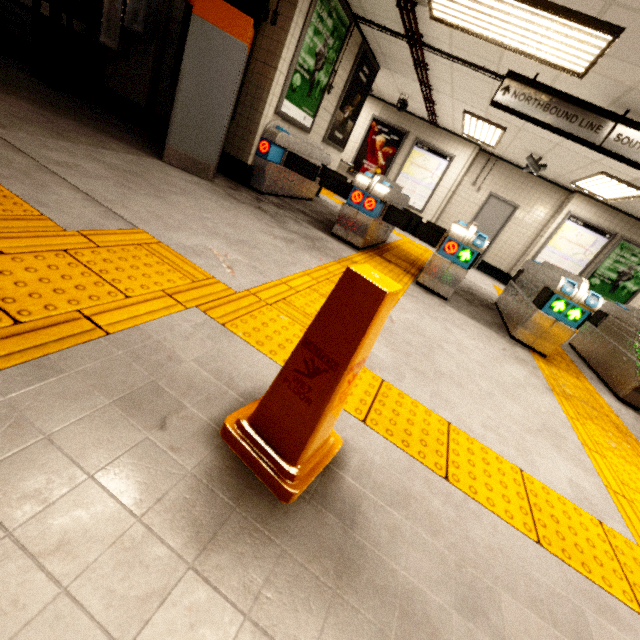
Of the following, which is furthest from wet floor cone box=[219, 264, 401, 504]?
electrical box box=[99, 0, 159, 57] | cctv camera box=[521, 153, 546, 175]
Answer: cctv camera box=[521, 153, 546, 175]

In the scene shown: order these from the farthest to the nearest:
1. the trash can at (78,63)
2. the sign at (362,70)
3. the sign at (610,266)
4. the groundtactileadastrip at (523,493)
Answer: the sign at (610,266) < the sign at (362,70) < the trash can at (78,63) < the groundtactileadastrip at (523,493)

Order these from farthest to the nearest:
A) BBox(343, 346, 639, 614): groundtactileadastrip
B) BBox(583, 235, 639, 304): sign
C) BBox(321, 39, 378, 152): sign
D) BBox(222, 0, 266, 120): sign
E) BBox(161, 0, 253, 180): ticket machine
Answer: BBox(583, 235, 639, 304): sign < BBox(321, 39, 378, 152): sign < BBox(222, 0, 266, 120): sign < BBox(161, 0, 253, 180): ticket machine < BBox(343, 346, 639, 614): groundtactileadastrip

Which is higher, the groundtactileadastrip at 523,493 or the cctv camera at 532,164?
the cctv camera at 532,164

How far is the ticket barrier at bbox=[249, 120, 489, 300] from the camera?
4.3 meters

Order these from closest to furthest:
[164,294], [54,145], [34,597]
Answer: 1. [34,597]
2. [164,294]
3. [54,145]

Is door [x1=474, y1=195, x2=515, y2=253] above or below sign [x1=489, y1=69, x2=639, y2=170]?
below

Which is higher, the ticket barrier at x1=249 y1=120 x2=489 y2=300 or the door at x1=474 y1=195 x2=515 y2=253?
the door at x1=474 y1=195 x2=515 y2=253
